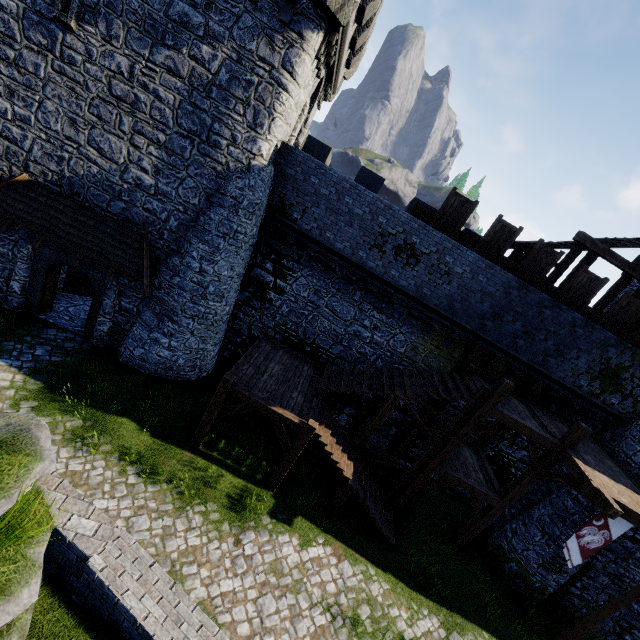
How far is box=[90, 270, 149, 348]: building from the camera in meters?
12.5 m

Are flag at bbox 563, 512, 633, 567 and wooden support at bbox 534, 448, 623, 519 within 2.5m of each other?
yes

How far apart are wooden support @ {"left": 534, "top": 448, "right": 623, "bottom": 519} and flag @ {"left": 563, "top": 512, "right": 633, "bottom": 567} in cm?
77

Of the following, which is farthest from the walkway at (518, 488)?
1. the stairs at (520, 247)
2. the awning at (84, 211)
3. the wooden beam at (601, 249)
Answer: the awning at (84, 211)

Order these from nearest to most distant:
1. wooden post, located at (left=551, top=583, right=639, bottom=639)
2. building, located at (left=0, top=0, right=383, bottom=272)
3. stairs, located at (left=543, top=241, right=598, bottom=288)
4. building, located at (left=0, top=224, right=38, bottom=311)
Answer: building, located at (left=0, top=0, right=383, bottom=272), wooden post, located at (left=551, top=583, right=639, bottom=639), building, located at (left=0, top=224, right=38, bottom=311), stairs, located at (left=543, top=241, right=598, bottom=288)

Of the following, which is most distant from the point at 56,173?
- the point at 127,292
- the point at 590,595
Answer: the point at 590,595

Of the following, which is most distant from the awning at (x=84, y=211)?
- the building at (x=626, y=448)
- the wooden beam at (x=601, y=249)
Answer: the building at (x=626, y=448)

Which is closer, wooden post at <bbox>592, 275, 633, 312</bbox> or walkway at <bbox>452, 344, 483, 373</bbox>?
walkway at <bbox>452, 344, 483, 373</bbox>
